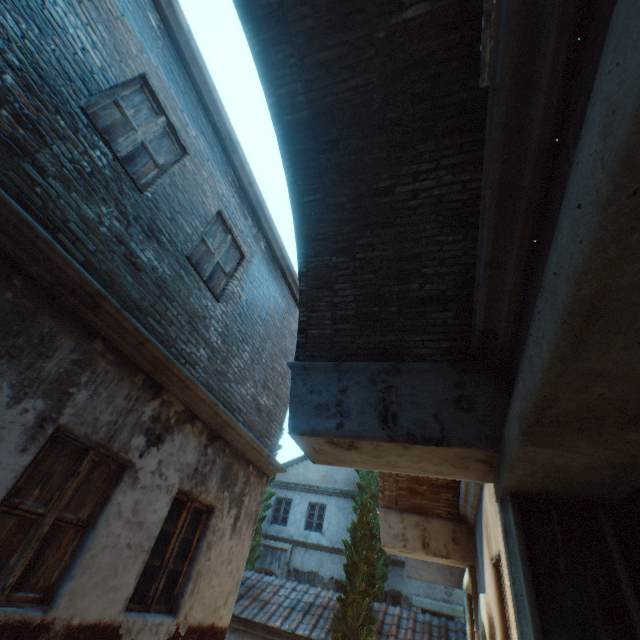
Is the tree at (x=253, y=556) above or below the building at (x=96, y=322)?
above

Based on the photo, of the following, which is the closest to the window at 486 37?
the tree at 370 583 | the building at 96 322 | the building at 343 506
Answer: the building at 96 322

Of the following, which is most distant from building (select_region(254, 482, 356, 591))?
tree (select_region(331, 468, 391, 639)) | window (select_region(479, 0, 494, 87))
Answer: window (select_region(479, 0, 494, 87))

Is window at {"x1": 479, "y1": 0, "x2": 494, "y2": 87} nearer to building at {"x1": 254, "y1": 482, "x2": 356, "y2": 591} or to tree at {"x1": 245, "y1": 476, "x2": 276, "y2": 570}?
tree at {"x1": 245, "y1": 476, "x2": 276, "y2": 570}

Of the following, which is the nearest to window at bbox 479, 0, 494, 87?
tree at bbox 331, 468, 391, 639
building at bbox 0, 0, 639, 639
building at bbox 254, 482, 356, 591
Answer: building at bbox 0, 0, 639, 639

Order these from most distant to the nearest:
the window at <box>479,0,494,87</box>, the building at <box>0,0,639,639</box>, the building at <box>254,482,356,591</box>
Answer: the building at <box>254,482,356,591</box>, the window at <box>479,0,494,87</box>, the building at <box>0,0,639,639</box>

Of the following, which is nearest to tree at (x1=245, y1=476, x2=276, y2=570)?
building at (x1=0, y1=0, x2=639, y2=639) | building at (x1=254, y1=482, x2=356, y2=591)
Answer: building at (x1=254, y1=482, x2=356, y2=591)

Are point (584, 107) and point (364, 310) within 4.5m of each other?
yes
